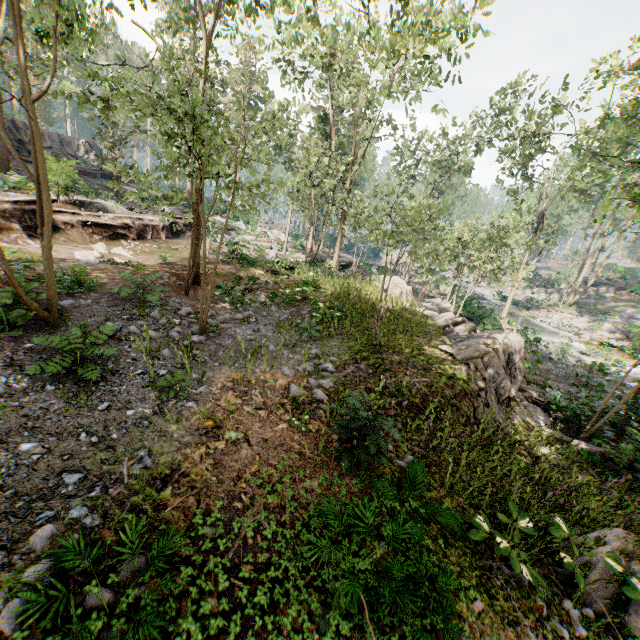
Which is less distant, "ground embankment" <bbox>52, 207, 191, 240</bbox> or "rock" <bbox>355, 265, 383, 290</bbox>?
"ground embankment" <bbox>52, 207, 191, 240</bbox>

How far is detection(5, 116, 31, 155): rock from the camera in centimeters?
2803cm

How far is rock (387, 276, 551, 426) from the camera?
11.17m

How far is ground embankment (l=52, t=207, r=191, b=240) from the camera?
17.1 meters

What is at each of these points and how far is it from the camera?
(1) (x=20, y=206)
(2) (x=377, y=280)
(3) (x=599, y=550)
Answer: (1) ground embankment, 14.9m
(2) rock, 23.2m
(3) foliage, 6.1m

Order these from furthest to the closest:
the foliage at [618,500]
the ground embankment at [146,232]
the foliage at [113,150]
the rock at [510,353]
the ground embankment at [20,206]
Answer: the ground embankment at [146,232]
the ground embankment at [20,206]
the rock at [510,353]
the foliage at [618,500]
the foliage at [113,150]

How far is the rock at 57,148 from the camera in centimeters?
3080cm
